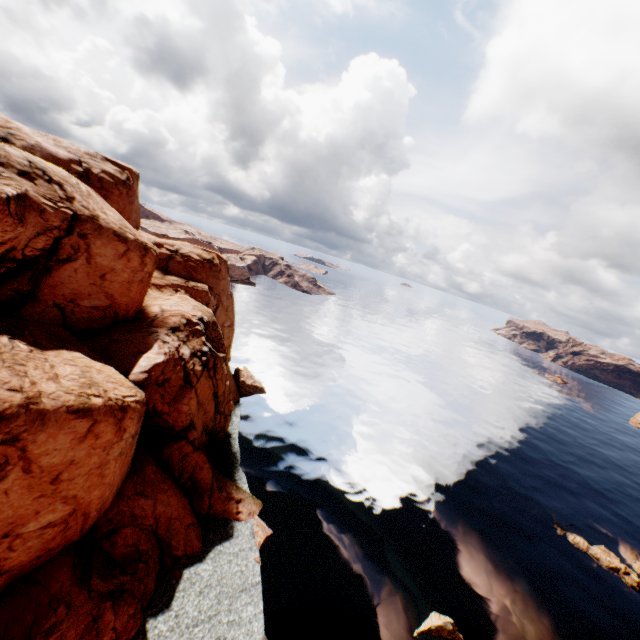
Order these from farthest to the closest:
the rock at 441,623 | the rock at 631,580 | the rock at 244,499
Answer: the rock at 631,580 < the rock at 441,623 < the rock at 244,499

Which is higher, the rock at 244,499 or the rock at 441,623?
the rock at 244,499

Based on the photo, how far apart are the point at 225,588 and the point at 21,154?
35.3 meters

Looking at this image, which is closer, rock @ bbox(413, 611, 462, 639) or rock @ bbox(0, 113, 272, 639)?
rock @ bbox(0, 113, 272, 639)

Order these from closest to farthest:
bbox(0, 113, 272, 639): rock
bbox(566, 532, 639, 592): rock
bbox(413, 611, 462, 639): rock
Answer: bbox(0, 113, 272, 639): rock, bbox(413, 611, 462, 639): rock, bbox(566, 532, 639, 592): rock

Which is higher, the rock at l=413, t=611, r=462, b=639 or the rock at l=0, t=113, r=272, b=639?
the rock at l=0, t=113, r=272, b=639

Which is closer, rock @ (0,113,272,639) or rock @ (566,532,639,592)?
rock @ (0,113,272,639)
